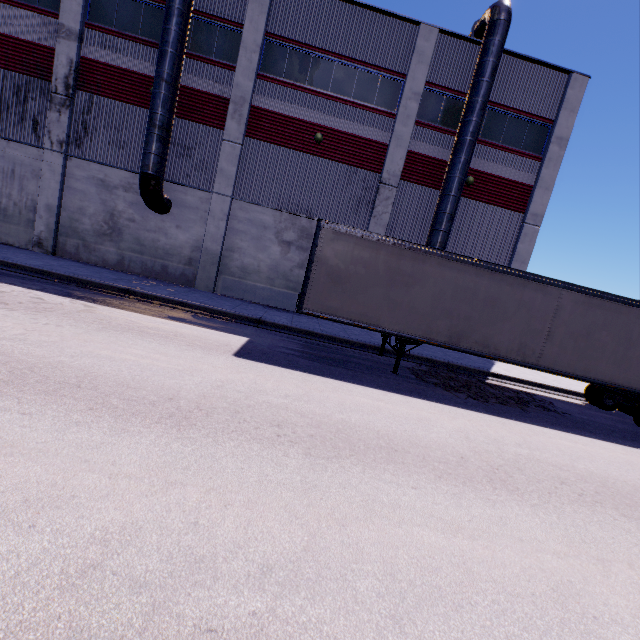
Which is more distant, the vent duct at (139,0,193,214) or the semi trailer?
the vent duct at (139,0,193,214)

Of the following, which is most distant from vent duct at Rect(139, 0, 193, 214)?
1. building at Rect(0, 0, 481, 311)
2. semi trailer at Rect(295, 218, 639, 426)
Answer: semi trailer at Rect(295, 218, 639, 426)

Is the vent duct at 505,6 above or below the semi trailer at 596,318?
above

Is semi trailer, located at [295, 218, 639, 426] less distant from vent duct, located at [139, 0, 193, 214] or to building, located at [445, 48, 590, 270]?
building, located at [445, 48, 590, 270]

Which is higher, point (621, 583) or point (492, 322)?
point (492, 322)

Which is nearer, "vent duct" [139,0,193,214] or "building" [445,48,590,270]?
"vent duct" [139,0,193,214]

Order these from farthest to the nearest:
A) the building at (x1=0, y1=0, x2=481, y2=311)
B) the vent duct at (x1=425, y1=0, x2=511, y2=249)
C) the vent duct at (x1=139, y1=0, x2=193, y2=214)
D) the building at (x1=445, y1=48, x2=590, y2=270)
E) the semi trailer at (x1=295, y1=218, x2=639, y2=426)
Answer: the building at (x1=445, y1=48, x2=590, y2=270) → the building at (x1=0, y1=0, x2=481, y2=311) → the vent duct at (x1=425, y1=0, x2=511, y2=249) → the vent duct at (x1=139, y1=0, x2=193, y2=214) → the semi trailer at (x1=295, y1=218, x2=639, y2=426)

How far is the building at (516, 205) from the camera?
16.1 meters
